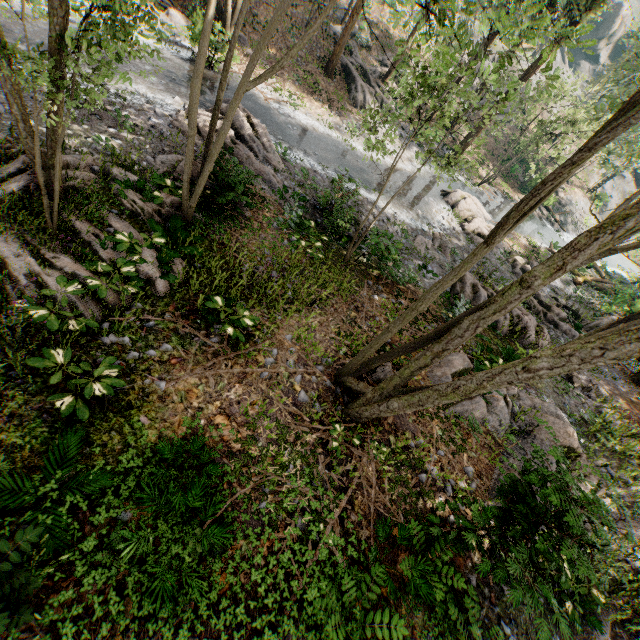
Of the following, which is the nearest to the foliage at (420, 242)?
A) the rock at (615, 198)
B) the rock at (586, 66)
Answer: the rock at (586, 66)

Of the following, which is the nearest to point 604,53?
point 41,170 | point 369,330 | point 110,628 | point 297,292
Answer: point 369,330

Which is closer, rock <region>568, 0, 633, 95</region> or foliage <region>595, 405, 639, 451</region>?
foliage <region>595, 405, 639, 451</region>

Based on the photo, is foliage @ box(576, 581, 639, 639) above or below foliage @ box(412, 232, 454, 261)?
above

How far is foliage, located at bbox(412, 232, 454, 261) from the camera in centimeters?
1777cm

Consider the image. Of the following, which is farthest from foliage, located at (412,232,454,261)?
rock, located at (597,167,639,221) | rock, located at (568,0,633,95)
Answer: rock, located at (597,167,639,221)

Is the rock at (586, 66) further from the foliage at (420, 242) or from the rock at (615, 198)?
the rock at (615, 198)

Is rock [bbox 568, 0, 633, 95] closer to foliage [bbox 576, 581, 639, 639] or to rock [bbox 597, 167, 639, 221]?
foliage [bbox 576, 581, 639, 639]
